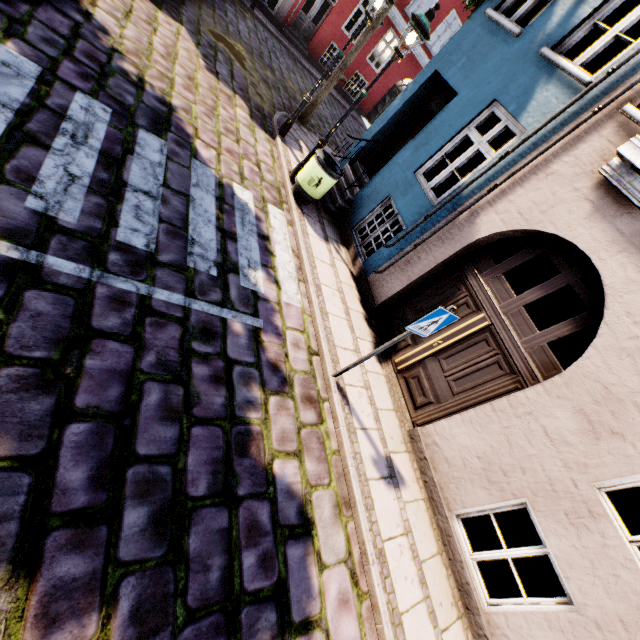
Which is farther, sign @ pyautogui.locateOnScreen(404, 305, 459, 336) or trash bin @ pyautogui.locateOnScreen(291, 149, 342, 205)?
trash bin @ pyautogui.locateOnScreen(291, 149, 342, 205)

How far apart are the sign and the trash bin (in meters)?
4.17

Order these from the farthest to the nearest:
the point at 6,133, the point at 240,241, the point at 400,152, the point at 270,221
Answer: the point at 400,152 → the point at 270,221 → the point at 240,241 → the point at 6,133

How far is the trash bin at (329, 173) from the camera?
6.53m

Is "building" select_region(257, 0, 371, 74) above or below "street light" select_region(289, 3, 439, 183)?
below

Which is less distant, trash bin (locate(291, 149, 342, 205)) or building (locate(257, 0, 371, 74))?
trash bin (locate(291, 149, 342, 205))

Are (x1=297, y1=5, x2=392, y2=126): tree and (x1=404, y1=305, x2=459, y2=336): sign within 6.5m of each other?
no

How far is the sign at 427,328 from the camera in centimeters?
361cm
